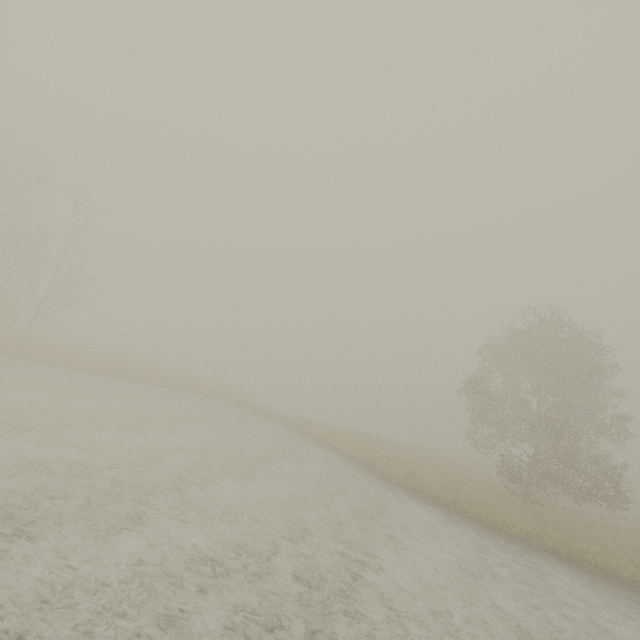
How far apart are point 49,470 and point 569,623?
13.3 meters
